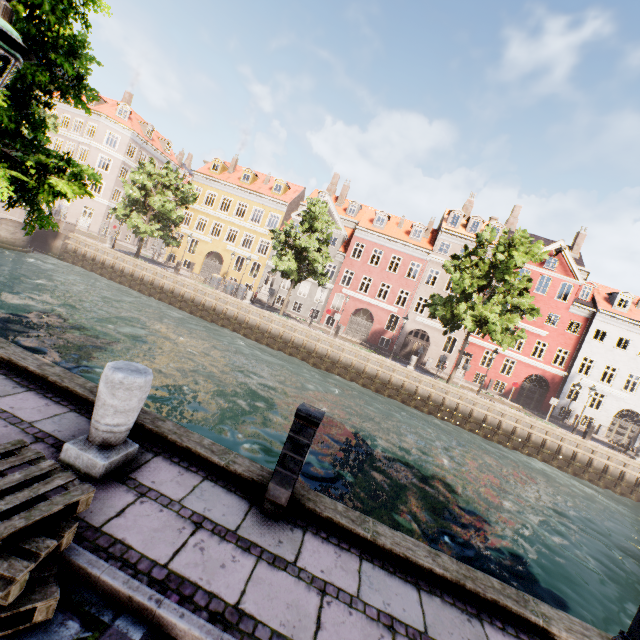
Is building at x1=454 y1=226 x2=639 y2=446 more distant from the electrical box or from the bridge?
the electrical box

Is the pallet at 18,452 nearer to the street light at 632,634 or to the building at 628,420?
the street light at 632,634

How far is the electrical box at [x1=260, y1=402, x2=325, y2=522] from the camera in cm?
350

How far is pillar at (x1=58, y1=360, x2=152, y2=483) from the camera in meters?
3.2 m

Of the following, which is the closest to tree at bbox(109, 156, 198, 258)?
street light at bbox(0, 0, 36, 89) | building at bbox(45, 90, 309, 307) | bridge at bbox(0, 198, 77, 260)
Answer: street light at bbox(0, 0, 36, 89)

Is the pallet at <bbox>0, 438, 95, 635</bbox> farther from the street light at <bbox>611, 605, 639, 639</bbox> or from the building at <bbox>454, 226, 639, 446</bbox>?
the building at <bbox>454, 226, 639, 446</bbox>

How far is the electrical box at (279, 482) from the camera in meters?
3.5

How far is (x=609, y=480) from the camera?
21.3 meters
